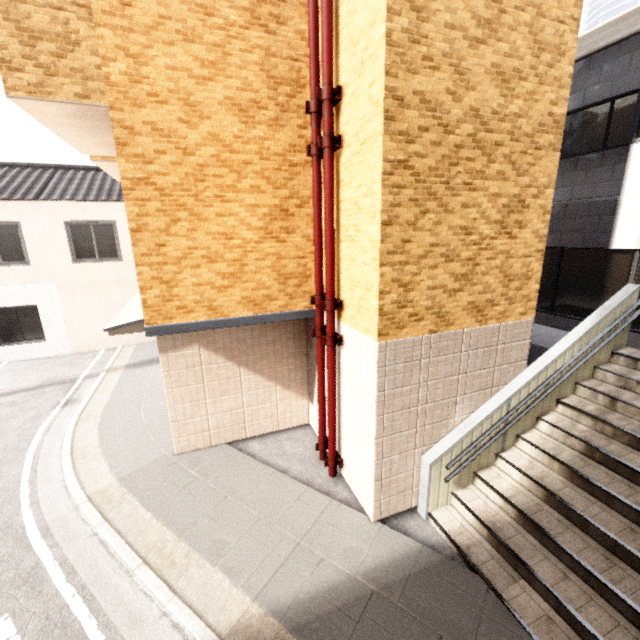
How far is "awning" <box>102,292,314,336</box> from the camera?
5.2 meters

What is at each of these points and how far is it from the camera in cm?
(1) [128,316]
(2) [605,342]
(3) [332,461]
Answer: (1) awning, 618
(2) stairs, 565
(3) pipe, 592

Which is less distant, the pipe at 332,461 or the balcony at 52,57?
the balcony at 52,57

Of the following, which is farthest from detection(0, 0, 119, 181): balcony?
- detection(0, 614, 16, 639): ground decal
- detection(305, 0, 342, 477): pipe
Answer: detection(0, 614, 16, 639): ground decal

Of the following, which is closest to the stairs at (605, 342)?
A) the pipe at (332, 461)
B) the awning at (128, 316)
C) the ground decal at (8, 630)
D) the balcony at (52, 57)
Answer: the pipe at (332, 461)

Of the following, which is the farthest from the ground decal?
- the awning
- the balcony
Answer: the balcony

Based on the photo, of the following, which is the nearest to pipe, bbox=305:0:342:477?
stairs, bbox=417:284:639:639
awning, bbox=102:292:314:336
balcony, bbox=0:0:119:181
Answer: awning, bbox=102:292:314:336

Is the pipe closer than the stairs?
No
